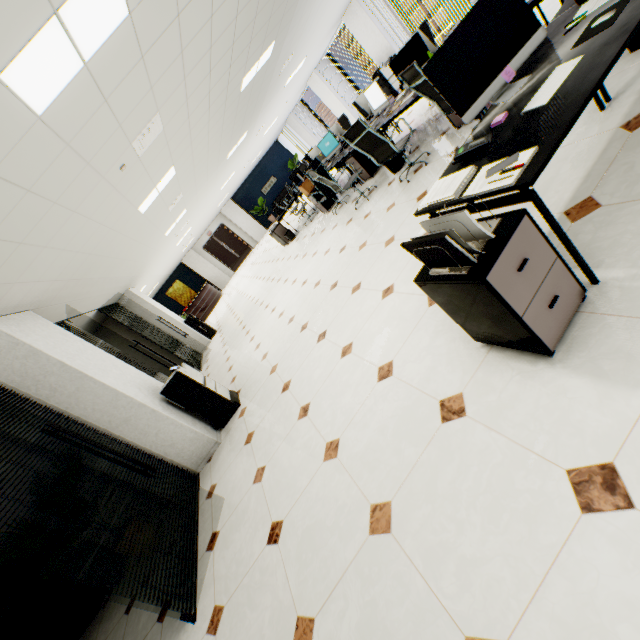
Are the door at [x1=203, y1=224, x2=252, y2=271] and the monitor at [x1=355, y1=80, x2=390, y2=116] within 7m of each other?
no

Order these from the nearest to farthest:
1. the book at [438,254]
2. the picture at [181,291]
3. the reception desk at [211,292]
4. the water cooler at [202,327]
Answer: the book at [438,254] → the water cooler at [202,327] → the reception desk at [211,292] → the picture at [181,291]

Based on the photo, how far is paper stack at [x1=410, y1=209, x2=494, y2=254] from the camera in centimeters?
138cm

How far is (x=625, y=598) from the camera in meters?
1.0 m

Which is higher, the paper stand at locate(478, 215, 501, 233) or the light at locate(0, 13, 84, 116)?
the light at locate(0, 13, 84, 116)

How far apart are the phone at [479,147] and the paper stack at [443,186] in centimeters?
9cm

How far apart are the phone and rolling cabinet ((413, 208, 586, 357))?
0.43m

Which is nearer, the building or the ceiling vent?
the ceiling vent
